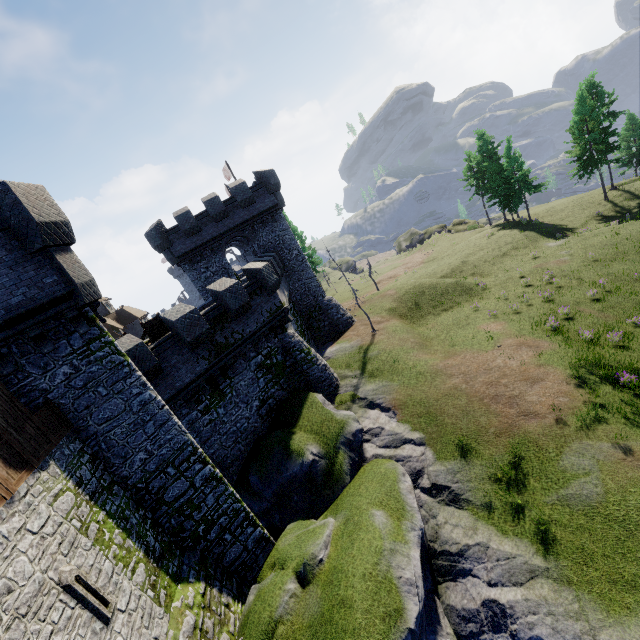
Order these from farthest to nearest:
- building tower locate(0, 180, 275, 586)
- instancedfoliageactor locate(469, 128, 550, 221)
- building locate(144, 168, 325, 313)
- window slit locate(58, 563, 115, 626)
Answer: instancedfoliageactor locate(469, 128, 550, 221), building locate(144, 168, 325, 313), building tower locate(0, 180, 275, 586), window slit locate(58, 563, 115, 626)

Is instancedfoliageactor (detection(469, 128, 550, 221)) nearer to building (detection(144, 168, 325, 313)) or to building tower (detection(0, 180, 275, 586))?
building (detection(144, 168, 325, 313))

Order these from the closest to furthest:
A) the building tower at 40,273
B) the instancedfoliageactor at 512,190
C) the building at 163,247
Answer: the building tower at 40,273 → the building at 163,247 → the instancedfoliageactor at 512,190

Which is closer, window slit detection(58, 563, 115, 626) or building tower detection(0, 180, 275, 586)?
window slit detection(58, 563, 115, 626)

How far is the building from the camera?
25.95m

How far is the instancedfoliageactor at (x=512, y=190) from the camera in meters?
39.6

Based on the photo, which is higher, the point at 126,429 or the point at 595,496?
the point at 126,429

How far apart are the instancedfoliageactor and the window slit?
51.66m
